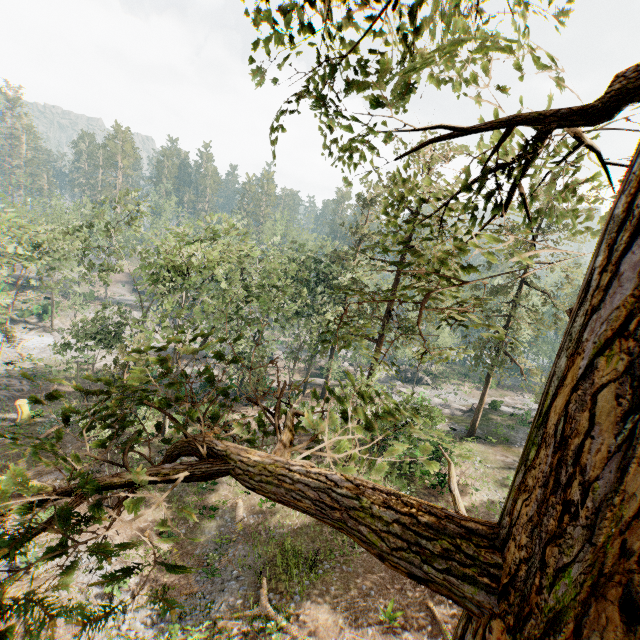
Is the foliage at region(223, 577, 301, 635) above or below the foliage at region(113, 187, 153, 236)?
below

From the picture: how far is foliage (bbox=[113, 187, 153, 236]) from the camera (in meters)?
25.52

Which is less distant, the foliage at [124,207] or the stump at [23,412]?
the foliage at [124,207]

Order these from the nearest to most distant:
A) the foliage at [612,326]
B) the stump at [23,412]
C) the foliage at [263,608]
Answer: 1. the foliage at [612,326]
2. the foliage at [263,608]
3. the stump at [23,412]

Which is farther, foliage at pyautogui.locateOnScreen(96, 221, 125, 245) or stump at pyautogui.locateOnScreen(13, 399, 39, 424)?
stump at pyautogui.locateOnScreen(13, 399, 39, 424)

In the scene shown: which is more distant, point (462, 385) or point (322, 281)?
point (462, 385)

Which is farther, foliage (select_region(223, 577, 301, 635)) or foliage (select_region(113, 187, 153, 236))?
foliage (select_region(113, 187, 153, 236))
